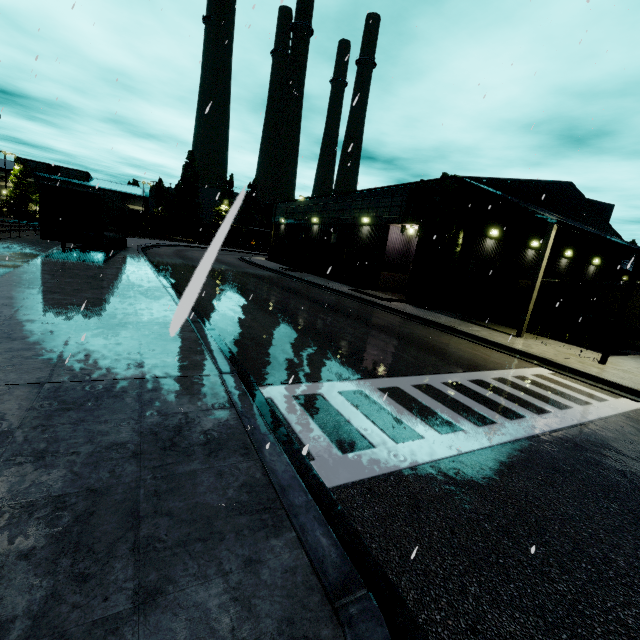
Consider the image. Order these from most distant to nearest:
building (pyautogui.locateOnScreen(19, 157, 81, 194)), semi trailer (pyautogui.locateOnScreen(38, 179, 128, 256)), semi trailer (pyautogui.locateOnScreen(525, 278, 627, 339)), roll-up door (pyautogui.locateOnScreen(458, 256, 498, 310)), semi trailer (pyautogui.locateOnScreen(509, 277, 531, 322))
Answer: building (pyautogui.locateOnScreen(19, 157, 81, 194)) → semi trailer (pyautogui.locateOnScreen(509, 277, 531, 322)) → roll-up door (pyautogui.locateOnScreen(458, 256, 498, 310)) → semi trailer (pyautogui.locateOnScreen(525, 278, 627, 339)) → semi trailer (pyautogui.locateOnScreen(38, 179, 128, 256))

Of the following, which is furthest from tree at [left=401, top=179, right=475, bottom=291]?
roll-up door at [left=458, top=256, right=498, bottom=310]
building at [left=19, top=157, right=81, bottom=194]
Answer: roll-up door at [left=458, top=256, right=498, bottom=310]

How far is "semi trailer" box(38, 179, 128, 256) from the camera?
15.91m

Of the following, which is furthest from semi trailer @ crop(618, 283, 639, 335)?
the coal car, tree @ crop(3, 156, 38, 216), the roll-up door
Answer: the roll-up door

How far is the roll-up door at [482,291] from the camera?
21.62m

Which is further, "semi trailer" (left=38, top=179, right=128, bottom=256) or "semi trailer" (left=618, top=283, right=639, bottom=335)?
"semi trailer" (left=618, top=283, right=639, bottom=335)

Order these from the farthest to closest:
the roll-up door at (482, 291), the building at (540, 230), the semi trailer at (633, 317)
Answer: the roll-up door at (482, 291) → the building at (540, 230) → the semi trailer at (633, 317)

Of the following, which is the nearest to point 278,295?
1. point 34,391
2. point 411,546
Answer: point 34,391
